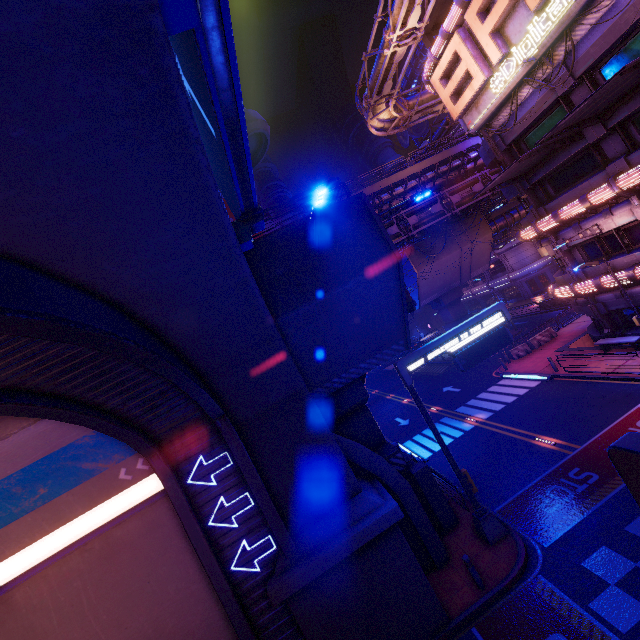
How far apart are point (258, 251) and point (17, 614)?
12.4m

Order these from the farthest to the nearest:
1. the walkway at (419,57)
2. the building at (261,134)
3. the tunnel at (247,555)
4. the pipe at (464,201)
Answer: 1. the walkway at (419,57)
2. the pipe at (464,201)
3. the building at (261,134)
4. the tunnel at (247,555)

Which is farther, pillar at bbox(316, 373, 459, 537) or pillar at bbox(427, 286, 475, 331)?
pillar at bbox(427, 286, 475, 331)

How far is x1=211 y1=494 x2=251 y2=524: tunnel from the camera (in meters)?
9.70

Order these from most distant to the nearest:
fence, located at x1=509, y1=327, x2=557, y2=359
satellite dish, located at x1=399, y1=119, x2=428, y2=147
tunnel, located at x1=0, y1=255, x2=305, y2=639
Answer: satellite dish, located at x1=399, y1=119, x2=428, y2=147 < fence, located at x1=509, y1=327, x2=557, y2=359 < tunnel, located at x1=0, y1=255, x2=305, y2=639

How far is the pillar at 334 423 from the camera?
13.3 meters

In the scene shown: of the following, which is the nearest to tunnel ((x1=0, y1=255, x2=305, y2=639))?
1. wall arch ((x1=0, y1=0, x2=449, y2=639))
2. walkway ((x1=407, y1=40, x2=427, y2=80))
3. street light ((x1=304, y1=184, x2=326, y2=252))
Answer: wall arch ((x1=0, y1=0, x2=449, y2=639))

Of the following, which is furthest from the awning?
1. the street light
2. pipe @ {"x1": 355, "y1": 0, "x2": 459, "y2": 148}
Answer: the street light
